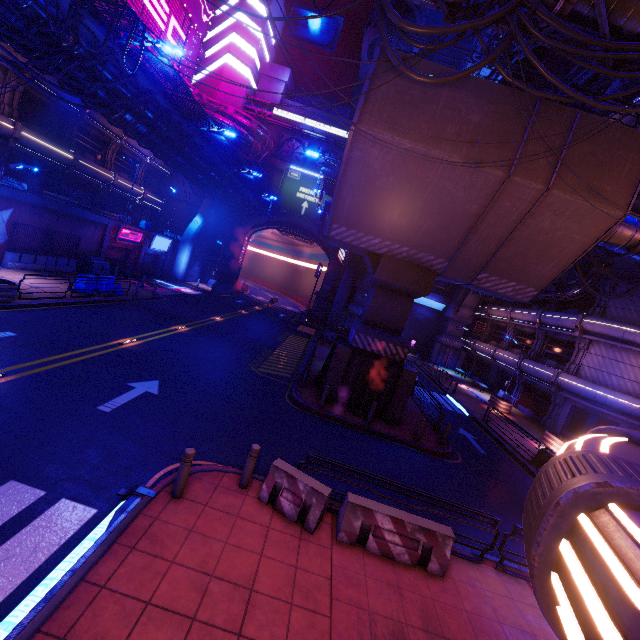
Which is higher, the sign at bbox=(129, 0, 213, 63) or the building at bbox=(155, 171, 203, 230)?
the sign at bbox=(129, 0, 213, 63)

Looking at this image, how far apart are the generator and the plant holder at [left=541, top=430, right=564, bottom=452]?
34.0 meters

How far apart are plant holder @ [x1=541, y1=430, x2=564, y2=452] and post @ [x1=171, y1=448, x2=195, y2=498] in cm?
2165

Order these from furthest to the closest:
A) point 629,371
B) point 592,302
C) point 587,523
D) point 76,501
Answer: point 592,302 < point 629,371 < point 76,501 < point 587,523

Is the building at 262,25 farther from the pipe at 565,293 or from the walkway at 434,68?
the pipe at 565,293

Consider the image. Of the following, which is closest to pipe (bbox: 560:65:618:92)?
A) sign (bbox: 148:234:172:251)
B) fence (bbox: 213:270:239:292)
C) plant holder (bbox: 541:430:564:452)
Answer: sign (bbox: 148:234:172:251)

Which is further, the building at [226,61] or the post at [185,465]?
the building at [226,61]

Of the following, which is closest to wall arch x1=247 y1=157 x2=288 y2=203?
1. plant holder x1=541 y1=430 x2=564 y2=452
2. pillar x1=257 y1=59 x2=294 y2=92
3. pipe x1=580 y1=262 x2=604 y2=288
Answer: pillar x1=257 y1=59 x2=294 y2=92
